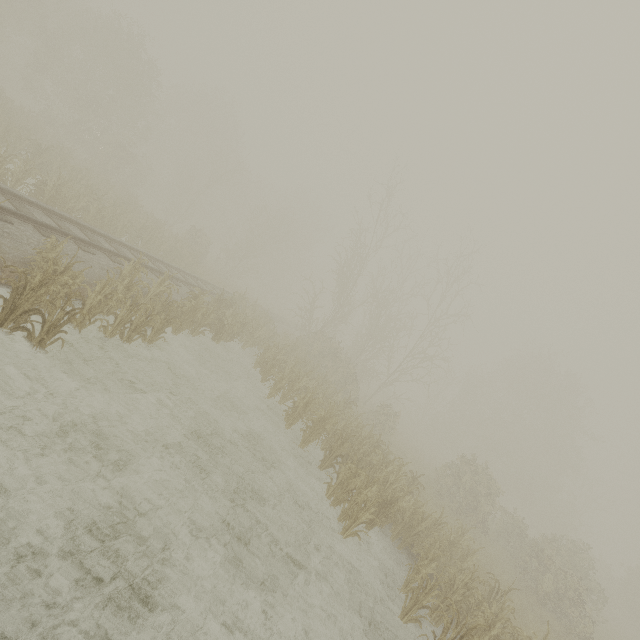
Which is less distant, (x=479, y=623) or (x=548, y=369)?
(x=479, y=623)
